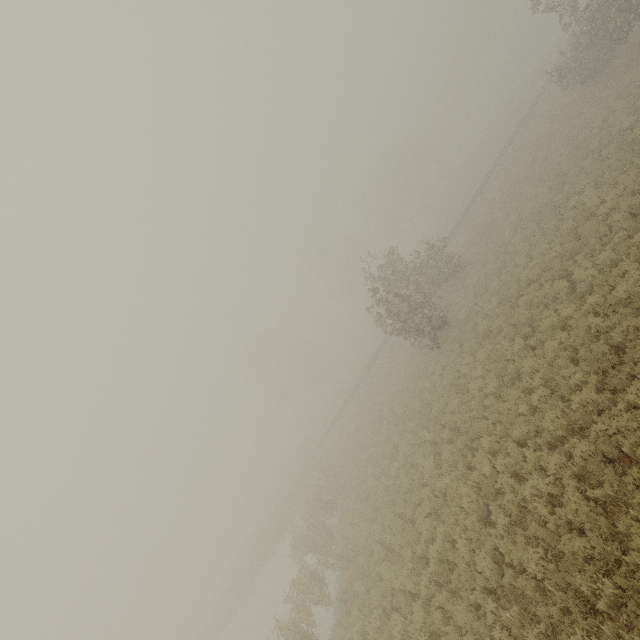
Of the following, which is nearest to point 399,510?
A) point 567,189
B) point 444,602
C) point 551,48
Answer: point 444,602
